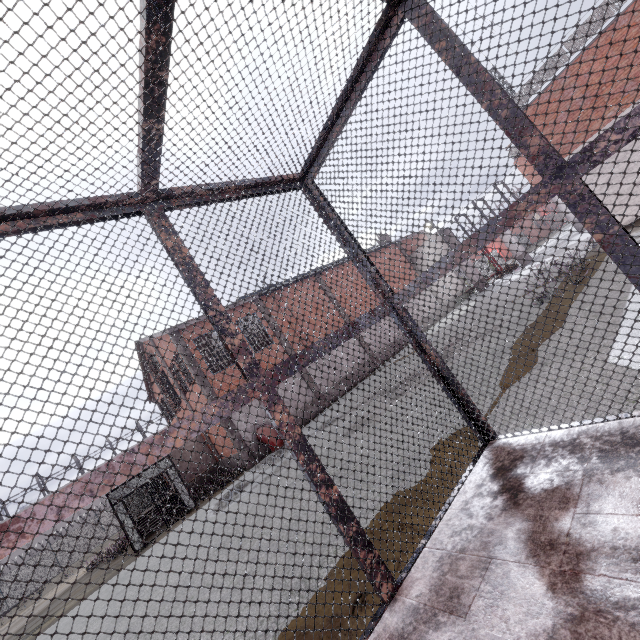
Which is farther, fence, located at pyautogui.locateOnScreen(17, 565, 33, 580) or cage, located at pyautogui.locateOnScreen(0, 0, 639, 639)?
fence, located at pyautogui.locateOnScreen(17, 565, 33, 580)

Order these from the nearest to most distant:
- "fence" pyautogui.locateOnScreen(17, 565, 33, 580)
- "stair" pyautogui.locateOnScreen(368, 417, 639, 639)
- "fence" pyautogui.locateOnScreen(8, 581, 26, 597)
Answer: "stair" pyautogui.locateOnScreen(368, 417, 639, 639) → "fence" pyautogui.locateOnScreen(8, 581, 26, 597) → "fence" pyautogui.locateOnScreen(17, 565, 33, 580)

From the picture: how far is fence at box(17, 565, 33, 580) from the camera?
29.66m

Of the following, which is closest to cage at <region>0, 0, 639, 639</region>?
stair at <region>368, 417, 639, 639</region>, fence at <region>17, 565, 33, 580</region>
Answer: stair at <region>368, 417, 639, 639</region>

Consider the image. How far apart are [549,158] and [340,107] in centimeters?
156cm

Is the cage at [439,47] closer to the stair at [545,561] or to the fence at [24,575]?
the stair at [545,561]

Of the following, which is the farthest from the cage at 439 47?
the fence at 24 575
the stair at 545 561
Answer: the fence at 24 575
